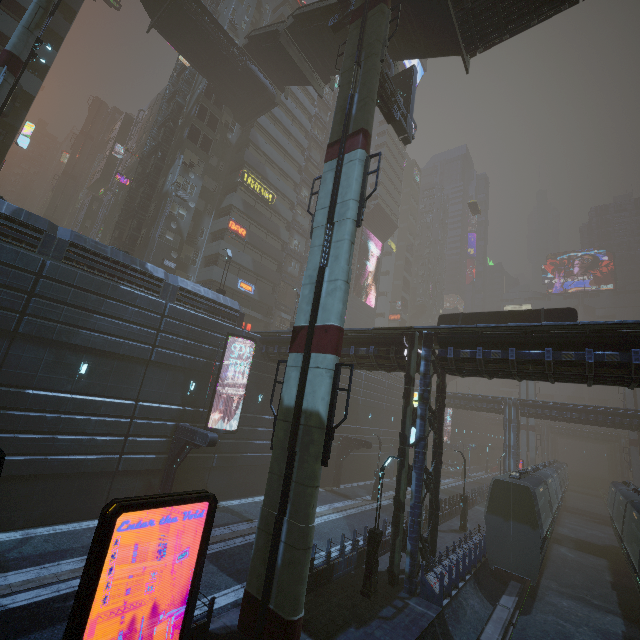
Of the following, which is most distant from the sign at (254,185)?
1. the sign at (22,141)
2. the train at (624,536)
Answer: the train at (624,536)

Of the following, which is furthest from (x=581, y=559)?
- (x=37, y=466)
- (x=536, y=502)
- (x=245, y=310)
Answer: (x=37, y=466)

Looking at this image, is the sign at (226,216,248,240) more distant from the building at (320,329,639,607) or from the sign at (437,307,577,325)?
the sign at (437,307,577,325)

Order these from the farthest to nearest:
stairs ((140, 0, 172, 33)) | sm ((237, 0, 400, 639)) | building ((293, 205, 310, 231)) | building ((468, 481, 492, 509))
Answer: building ((293, 205, 310, 231))
building ((468, 481, 492, 509))
stairs ((140, 0, 172, 33))
sm ((237, 0, 400, 639))

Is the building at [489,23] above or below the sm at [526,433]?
above

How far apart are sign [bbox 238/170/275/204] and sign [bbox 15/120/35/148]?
22.7 meters

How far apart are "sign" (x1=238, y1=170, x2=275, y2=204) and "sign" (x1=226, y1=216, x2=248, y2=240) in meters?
4.3 m

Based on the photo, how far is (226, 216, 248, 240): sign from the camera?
34.94m
